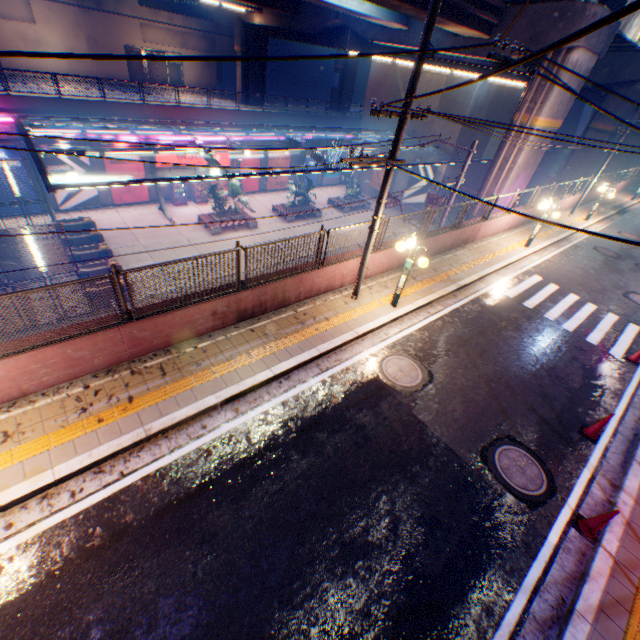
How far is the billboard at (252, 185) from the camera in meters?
31.1 m

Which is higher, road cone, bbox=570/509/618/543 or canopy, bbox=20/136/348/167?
canopy, bbox=20/136/348/167

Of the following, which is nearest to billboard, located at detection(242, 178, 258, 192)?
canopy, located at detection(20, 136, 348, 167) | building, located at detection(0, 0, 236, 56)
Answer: canopy, located at detection(20, 136, 348, 167)

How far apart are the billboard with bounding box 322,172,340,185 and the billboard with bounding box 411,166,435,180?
8.7m

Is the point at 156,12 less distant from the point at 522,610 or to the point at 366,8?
the point at 366,8

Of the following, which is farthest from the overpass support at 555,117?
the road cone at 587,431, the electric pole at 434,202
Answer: the road cone at 587,431

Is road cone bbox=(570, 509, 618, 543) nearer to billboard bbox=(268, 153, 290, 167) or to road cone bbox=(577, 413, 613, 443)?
road cone bbox=(577, 413, 613, 443)

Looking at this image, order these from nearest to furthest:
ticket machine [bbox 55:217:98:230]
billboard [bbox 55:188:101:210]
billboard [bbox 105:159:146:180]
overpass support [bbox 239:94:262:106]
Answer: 1. ticket machine [bbox 55:217:98:230]
2. billboard [bbox 55:188:101:210]
3. billboard [bbox 105:159:146:180]
4. overpass support [bbox 239:94:262:106]
